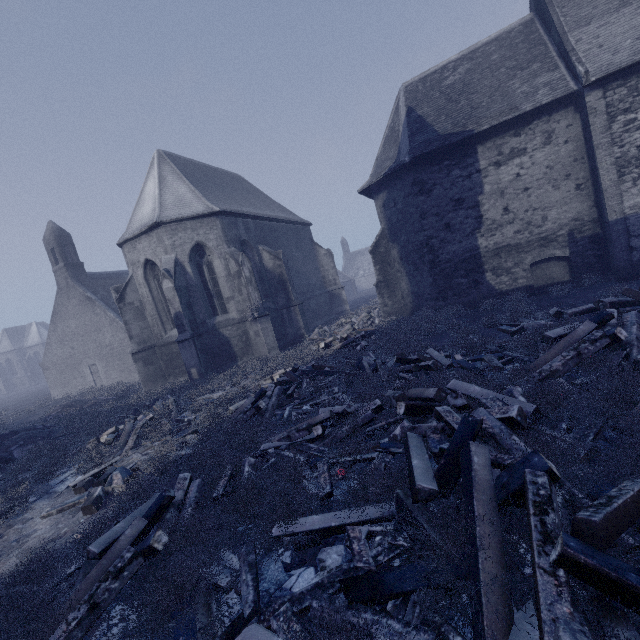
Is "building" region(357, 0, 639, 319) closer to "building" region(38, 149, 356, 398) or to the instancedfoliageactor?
"building" region(38, 149, 356, 398)

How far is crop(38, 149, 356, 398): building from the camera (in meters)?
14.86

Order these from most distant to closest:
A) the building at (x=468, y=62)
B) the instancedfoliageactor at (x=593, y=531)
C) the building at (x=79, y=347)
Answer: the building at (x=79, y=347) → the building at (x=468, y=62) → the instancedfoliageactor at (x=593, y=531)

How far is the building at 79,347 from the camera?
14.86m

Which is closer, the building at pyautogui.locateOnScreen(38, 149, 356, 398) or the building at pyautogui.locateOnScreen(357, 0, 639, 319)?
the building at pyautogui.locateOnScreen(357, 0, 639, 319)

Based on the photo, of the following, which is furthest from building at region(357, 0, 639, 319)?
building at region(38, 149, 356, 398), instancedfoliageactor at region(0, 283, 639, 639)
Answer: instancedfoliageactor at region(0, 283, 639, 639)

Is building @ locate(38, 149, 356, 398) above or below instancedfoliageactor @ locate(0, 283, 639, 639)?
above

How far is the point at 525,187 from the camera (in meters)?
12.73
